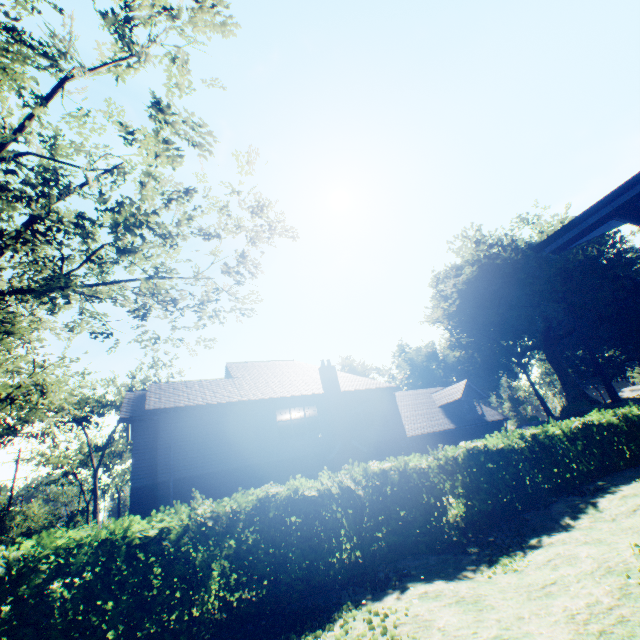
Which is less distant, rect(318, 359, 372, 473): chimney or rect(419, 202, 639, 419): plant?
rect(318, 359, 372, 473): chimney

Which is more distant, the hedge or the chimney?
the chimney

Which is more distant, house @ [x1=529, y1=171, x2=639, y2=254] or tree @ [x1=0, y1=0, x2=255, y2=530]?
tree @ [x1=0, y1=0, x2=255, y2=530]

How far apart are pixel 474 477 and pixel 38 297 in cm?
1318

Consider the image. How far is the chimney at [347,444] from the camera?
18.66m

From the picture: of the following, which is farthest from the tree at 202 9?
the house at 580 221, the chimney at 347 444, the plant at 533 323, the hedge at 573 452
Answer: the chimney at 347 444

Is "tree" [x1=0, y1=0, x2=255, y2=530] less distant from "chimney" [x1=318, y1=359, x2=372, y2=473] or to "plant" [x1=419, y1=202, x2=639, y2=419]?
"plant" [x1=419, y1=202, x2=639, y2=419]
